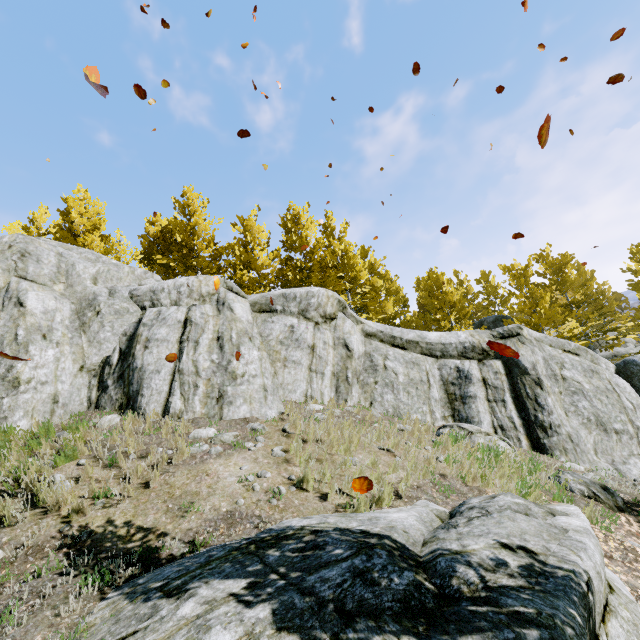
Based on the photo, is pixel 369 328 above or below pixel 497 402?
above

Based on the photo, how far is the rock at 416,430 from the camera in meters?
8.0 m

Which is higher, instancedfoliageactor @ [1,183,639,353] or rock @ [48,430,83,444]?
instancedfoliageactor @ [1,183,639,353]

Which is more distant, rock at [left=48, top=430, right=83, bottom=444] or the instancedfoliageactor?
the instancedfoliageactor

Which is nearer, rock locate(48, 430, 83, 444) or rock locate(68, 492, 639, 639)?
rock locate(68, 492, 639, 639)

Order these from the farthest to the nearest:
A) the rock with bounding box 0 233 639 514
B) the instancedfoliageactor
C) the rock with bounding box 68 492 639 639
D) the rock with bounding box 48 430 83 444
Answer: the instancedfoliageactor < the rock with bounding box 0 233 639 514 < the rock with bounding box 48 430 83 444 < the rock with bounding box 68 492 639 639

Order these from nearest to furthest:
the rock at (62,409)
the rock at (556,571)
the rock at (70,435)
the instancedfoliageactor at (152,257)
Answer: the rock at (556,571)
the rock at (70,435)
the rock at (62,409)
the instancedfoliageactor at (152,257)
